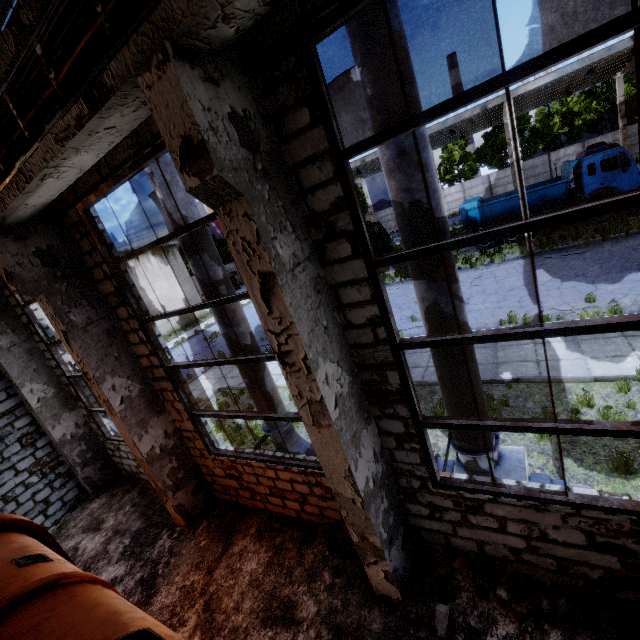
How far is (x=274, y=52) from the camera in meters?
2.9 m

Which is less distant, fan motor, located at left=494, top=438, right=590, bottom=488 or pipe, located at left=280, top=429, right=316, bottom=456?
fan motor, located at left=494, top=438, right=590, bottom=488

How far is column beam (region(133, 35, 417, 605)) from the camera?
2.43m

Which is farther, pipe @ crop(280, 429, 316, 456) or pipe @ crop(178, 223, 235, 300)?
pipe @ crop(280, 429, 316, 456)

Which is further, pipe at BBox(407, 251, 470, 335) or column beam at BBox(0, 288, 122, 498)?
column beam at BBox(0, 288, 122, 498)

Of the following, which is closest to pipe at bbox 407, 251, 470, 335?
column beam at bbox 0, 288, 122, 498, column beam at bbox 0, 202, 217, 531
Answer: column beam at bbox 0, 202, 217, 531

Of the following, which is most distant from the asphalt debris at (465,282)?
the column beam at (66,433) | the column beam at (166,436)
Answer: the column beam at (66,433)

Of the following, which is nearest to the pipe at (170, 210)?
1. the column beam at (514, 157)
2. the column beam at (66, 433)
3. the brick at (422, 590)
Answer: the brick at (422, 590)
